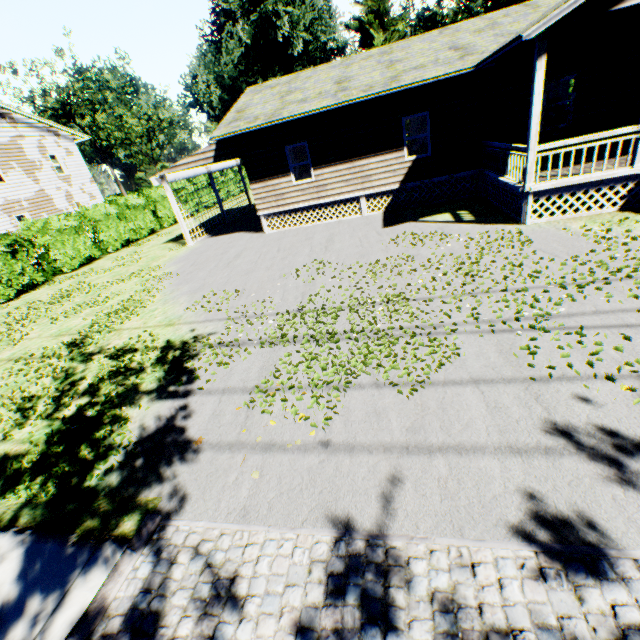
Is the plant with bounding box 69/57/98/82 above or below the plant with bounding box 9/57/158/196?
above

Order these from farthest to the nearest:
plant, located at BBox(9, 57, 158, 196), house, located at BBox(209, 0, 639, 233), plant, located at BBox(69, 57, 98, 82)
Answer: plant, located at BBox(9, 57, 158, 196) < plant, located at BBox(69, 57, 98, 82) < house, located at BBox(209, 0, 639, 233)

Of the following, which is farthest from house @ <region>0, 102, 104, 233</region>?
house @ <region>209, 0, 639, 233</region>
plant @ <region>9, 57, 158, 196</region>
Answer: house @ <region>209, 0, 639, 233</region>

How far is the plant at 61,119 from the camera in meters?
40.1 m

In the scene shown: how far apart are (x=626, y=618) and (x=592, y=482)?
1.1m

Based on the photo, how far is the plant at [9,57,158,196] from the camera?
40.06m

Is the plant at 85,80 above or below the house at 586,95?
above

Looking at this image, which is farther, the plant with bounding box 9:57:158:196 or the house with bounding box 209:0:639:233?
the plant with bounding box 9:57:158:196
